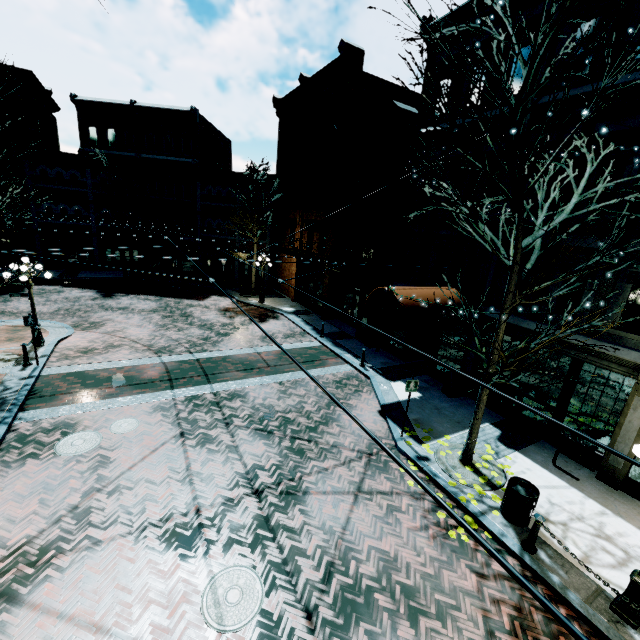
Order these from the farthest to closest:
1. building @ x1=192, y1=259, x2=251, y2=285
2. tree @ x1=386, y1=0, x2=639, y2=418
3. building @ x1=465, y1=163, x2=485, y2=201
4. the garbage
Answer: building @ x1=192, y1=259, x2=251, y2=285 → building @ x1=465, y1=163, x2=485, y2=201 → the garbage → tree @ x1=386, y1=0, x2=639, y2=418

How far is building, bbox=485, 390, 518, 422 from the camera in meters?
11.4

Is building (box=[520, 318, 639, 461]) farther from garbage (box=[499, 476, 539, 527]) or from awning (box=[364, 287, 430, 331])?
garbage (box=[499, 476, 539, 527])

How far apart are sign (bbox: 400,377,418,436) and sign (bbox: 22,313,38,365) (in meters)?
13.09

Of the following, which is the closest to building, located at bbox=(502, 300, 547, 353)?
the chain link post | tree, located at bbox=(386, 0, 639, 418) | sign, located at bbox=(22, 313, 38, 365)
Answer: tree, located at bbox=(386, 0, 639, 418)

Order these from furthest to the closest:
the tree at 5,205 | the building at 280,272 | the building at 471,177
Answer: the building at 280,272 < the building at 471,177 < the tree at 5,205

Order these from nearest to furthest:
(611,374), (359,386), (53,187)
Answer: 1. (611,374)
2. (359,386)
3. (53,187)

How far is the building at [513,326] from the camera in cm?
1039
